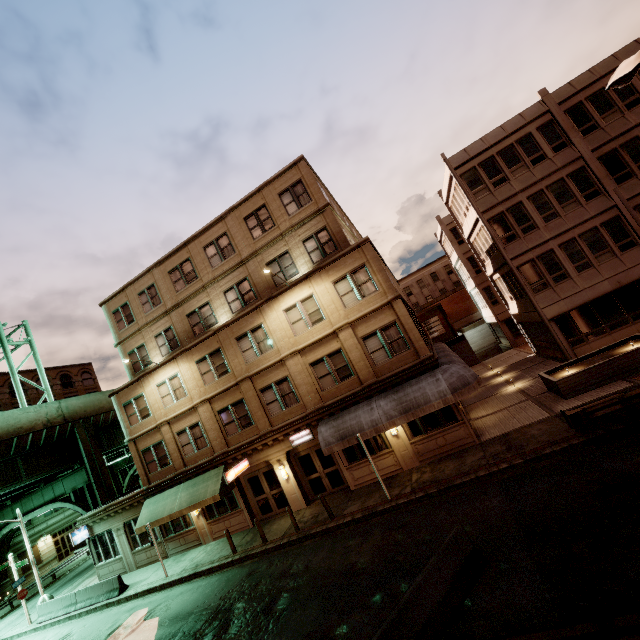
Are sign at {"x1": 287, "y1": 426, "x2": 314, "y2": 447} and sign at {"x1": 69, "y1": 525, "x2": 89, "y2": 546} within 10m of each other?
no

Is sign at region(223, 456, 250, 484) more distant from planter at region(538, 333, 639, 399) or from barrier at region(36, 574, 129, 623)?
planter at region(538, 333, 639, 399)

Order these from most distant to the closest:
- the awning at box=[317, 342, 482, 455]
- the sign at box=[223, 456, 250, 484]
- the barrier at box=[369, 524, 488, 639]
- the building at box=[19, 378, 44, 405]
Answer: the building at box=[19, 378, 44, 405] → the sign at box=[223, 456, 250, 484] → the awning at box=[317, 342, 482, 455] → the barrier at box=[369, 524, 488, 639]

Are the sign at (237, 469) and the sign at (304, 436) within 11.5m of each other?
yes

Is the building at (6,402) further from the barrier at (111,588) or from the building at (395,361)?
the barrier at (111,588)

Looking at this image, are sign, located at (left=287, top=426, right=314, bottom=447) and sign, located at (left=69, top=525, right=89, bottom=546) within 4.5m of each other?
no

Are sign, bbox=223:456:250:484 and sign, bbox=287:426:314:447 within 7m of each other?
yes

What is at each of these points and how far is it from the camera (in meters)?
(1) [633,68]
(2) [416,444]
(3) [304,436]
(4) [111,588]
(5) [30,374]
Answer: (1) street light, 7.61
(2) building, 16.39
(3) sign, 18.22
(4) barrier, 19.25
(5) building, 48.12
